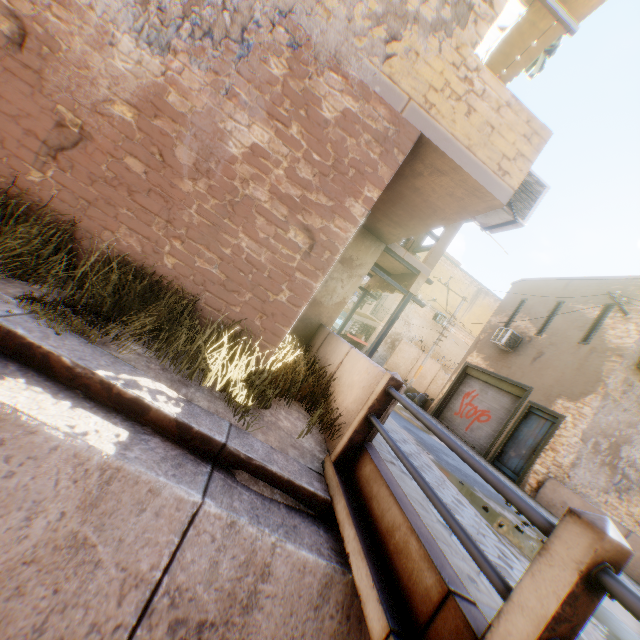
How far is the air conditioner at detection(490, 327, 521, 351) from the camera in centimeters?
1437cm

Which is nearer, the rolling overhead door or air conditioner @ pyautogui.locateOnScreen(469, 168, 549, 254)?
air conditioner @ pyautogui.locateOnScreen(469, 168, 549, 254)

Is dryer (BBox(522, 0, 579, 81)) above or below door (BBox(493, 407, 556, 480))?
above

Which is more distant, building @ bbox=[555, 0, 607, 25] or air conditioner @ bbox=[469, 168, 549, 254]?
building @ bbox=[555, 0, 607, 25]

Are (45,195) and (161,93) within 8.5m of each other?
yes

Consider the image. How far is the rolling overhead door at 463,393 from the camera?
13.4m

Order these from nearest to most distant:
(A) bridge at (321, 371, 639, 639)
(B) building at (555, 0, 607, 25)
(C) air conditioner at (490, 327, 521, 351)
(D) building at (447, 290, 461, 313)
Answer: (A) bridge at (321, 371, 639, 639) < (B) building at (555, 0, 607, 25) < (C) air conditioner at (490, 327, 521, 351) < (D) building at (447, 290, 461, 313)

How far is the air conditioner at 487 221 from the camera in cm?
521
